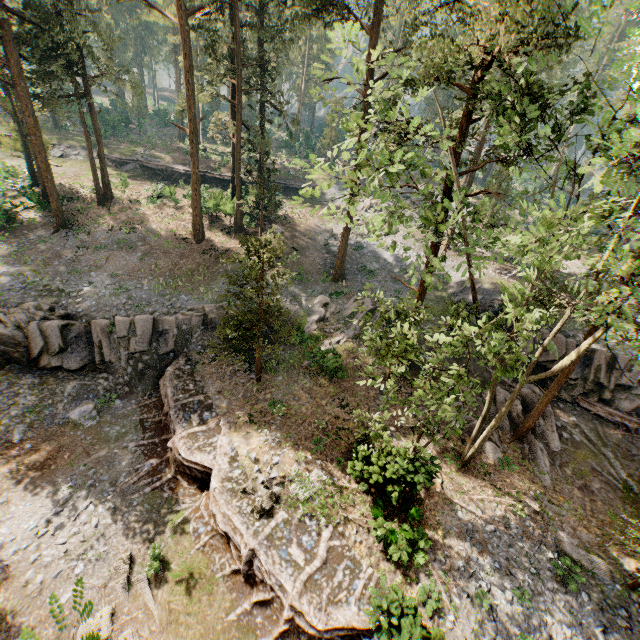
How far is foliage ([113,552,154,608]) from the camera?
12.3 meters

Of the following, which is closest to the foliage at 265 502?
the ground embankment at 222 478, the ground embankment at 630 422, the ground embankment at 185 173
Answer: Answer: the ground embankment at 222 478

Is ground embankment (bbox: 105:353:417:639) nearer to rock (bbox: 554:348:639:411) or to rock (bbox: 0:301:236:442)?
rock (bbox: 0:301:236:442)

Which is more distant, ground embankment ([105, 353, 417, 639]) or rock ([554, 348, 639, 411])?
rock ([554, 348, 639, 411])

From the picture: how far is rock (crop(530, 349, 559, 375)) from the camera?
21.1m

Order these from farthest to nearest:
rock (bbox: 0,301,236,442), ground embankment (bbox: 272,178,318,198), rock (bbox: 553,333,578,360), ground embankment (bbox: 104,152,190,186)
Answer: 1. ground embankment (bbox: 272,178,318,198)
2. ground embankment (bbox: 104,152,190,186)
3. rock (bbox: 553,333,578,360)
4. rock (bbox: 0,301,236,442)

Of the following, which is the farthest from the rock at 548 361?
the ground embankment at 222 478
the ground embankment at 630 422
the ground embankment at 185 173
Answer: the ground embankment at 185 173

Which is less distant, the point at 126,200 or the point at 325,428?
the point at 325,428
